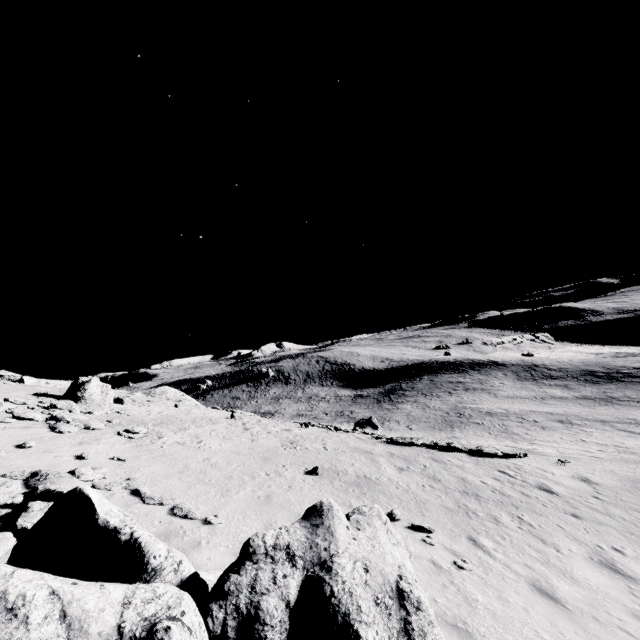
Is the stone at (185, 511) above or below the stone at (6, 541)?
below

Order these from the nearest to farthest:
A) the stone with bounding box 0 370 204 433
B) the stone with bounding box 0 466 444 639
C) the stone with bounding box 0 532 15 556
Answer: the stone with bounding box 0 466 444 639 → the stone with bounding box 0 532 15 556 → the stone with bounding box 0 370 204 433

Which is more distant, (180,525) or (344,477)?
(344,477)

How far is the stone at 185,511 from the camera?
9.2m

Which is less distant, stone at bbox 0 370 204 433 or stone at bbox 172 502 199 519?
→ stone at bbox 172 502 199 519

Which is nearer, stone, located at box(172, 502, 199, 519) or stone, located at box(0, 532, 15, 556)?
stone, located at box(0, 532, 15, 556)

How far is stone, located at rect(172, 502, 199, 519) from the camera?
9.24m
